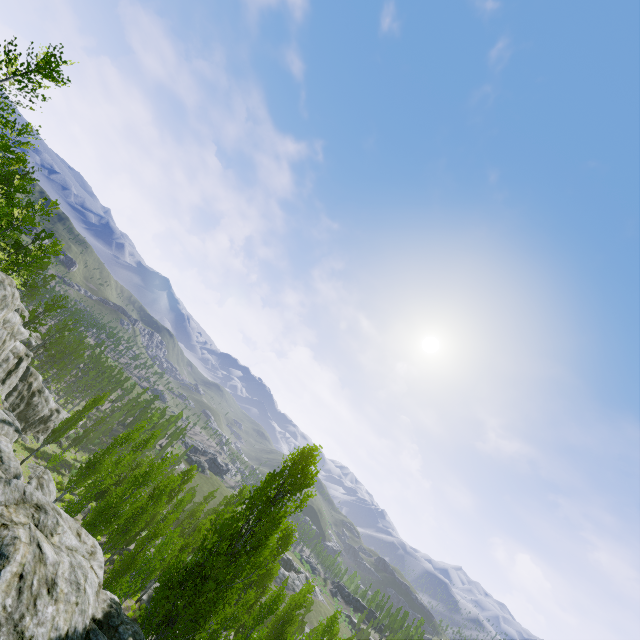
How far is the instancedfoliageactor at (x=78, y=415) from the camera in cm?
3409

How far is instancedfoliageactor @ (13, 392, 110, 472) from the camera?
34.1m

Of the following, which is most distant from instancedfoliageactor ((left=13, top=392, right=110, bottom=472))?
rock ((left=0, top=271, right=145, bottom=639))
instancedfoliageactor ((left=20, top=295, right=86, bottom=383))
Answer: instancedfoliageactor ((left=20, top=295, right=86, bottom=383))

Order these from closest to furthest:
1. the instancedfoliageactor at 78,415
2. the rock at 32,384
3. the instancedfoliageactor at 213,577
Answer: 1. the rock at 32,384
2. the instancedfoliageactor at 213,577
3. the instancedfoliageactor at 78,415

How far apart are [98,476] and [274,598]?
20.2m

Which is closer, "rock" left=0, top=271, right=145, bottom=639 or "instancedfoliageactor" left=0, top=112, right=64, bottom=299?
"rock" left=0, top=271, right=145, bottom=639

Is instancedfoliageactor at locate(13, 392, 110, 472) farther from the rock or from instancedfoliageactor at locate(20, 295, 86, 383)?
instancedfoliageactor at locate(20, 295, 86, 383)
